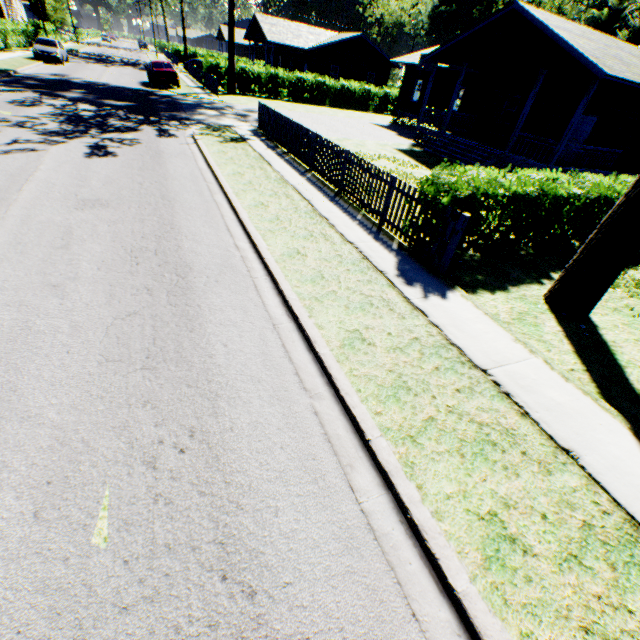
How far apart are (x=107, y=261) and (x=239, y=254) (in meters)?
2.21

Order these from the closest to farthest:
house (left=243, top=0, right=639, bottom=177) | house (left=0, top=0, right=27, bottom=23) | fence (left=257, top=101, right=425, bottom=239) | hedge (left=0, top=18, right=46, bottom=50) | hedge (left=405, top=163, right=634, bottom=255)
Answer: hedge (left=405, top=163, right=634, bottom=255), fence (left=257, top=101, right=425, bottom=239), house (left=243, top=0, right=639, bottom=177), hedge (left=0, top=18, right=46, bottom=50), house (left=0, top=0, right=27, bottom=23)

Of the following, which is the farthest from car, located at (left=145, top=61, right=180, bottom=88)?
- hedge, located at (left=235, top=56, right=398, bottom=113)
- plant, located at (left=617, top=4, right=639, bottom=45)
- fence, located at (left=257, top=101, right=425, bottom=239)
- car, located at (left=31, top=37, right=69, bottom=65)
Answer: fence, located at (left=257, top=101, right=425, bottom=239)

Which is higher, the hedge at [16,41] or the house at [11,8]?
the house at [11,8]

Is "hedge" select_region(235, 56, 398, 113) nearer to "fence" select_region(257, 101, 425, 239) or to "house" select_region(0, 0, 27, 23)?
"fence" select_region(257, 101, 425, 239)

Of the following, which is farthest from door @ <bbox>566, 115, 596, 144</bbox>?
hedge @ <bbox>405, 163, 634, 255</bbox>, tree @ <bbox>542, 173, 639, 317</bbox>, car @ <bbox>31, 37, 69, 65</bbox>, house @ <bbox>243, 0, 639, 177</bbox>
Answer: car @ <bbox>31, 37, 69, 65</bbox>

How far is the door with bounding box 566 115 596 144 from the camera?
17.2 meters

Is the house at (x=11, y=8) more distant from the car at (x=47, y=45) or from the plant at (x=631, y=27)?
the car at (x=47, y=45)
